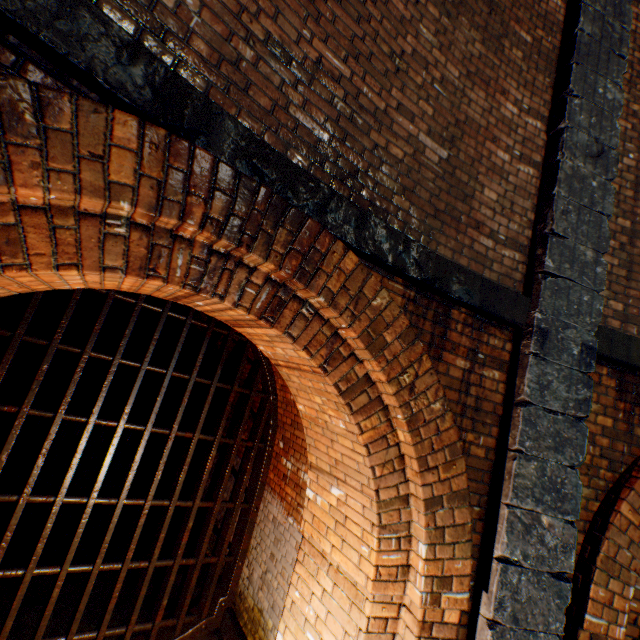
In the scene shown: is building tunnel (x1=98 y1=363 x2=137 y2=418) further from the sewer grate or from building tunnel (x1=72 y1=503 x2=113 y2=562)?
the sewer grate

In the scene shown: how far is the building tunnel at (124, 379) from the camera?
13.7m

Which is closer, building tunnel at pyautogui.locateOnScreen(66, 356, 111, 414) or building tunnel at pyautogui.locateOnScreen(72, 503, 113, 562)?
building tunnel at pyautogui.locateOnScreen(72, 503, 113, 562)

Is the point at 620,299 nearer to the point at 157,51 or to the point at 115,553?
the point at 157,51

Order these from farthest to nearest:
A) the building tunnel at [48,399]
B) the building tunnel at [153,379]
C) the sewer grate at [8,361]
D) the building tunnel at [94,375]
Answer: the building tunnel at [153,379] < the building tunnel at [94,375] < the building tunnel at [48,399] < the sewer grate at [8,361]

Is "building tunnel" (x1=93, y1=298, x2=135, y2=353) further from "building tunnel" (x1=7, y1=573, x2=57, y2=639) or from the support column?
the support column

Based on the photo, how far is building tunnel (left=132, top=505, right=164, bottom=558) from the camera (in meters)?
5.77

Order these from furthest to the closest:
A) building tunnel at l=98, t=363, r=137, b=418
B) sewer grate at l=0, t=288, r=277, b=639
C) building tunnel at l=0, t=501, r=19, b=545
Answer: building tunnel at l=98, t=363, r=137, b=418, building tunnel at l=0, t=501, r=19, b=545, sewer grate at l=0, t=288, r=277, b=639
